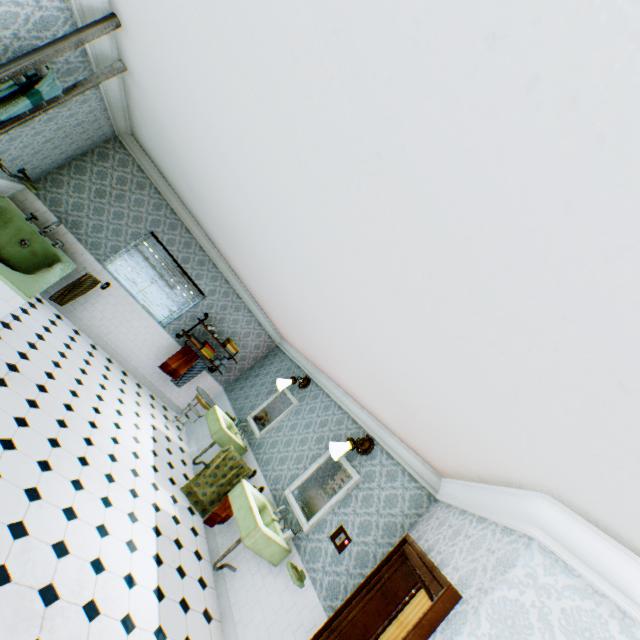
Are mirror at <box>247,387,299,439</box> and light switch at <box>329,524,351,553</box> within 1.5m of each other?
no

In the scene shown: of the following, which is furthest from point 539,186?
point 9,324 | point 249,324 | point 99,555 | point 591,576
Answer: point 249,324

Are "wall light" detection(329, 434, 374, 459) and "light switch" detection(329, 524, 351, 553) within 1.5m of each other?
yes

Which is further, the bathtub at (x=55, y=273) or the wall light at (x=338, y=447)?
the wall light at (x=338, y=447)

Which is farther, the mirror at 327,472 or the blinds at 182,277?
the blinds at 182,277

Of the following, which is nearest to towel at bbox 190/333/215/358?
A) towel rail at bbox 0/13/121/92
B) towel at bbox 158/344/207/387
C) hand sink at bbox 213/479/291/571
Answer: towel at bbox 158/344/207/387

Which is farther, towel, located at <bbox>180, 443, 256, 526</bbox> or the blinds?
the blinds

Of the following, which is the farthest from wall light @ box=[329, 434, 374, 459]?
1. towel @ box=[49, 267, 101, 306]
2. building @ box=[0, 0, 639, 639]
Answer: towel @ box=[49, 267, 101, 306]
